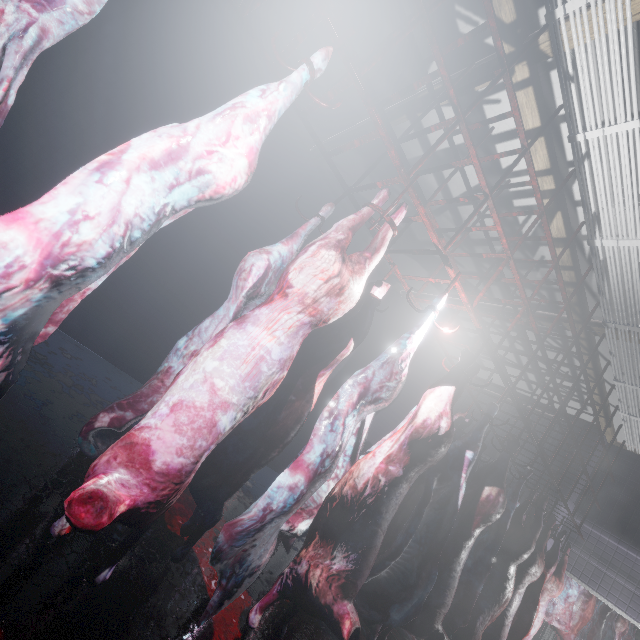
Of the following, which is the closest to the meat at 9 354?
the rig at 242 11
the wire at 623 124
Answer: the rig at 242 11

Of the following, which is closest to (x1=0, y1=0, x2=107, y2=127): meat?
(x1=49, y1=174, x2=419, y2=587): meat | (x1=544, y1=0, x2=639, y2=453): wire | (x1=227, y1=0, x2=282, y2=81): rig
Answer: (x1=227, y1=0, x2=282, y2=81): rig

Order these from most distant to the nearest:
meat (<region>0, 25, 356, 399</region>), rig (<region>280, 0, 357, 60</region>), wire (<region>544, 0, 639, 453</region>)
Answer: wire (<region>544, 0, 639, 453</region>), rig (<region>280, 0, 357, 60</region>), meat (<region>0, 25, 356, 399</region>)

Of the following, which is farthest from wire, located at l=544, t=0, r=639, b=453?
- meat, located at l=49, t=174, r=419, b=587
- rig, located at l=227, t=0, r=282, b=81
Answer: meat, located at l=49, t=174, r=419, b=587

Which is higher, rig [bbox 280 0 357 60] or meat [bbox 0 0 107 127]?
rig [bbox 280 0 357 60]

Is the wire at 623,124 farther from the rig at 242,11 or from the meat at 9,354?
the meat at 9,354

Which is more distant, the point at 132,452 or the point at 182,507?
Answer: the point at 182,507

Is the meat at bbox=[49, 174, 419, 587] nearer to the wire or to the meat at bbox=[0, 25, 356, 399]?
the meat at bbox=[0, 25, 356, 399]
